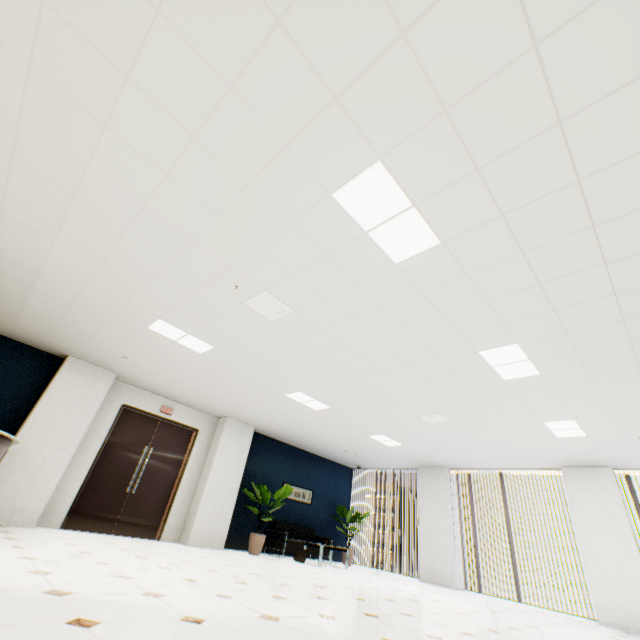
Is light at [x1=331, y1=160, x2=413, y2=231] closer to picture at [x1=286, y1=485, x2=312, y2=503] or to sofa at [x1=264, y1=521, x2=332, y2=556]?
sofa at [x1=264, y1=521, x2=332, y2=556]

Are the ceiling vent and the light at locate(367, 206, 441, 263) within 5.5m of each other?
yes

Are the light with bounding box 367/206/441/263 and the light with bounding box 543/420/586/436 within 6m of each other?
yes

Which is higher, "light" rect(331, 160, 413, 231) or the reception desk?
"light" rect(331, 160, 413, 231)

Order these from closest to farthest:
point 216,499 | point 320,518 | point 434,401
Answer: point 434,401, point 216,499, point 320,518

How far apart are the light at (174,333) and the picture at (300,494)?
6.4m

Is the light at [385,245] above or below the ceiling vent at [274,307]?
above

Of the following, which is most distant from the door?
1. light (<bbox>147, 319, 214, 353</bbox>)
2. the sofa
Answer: light (<bbox>147, 319, 214, 353</bbox>)
